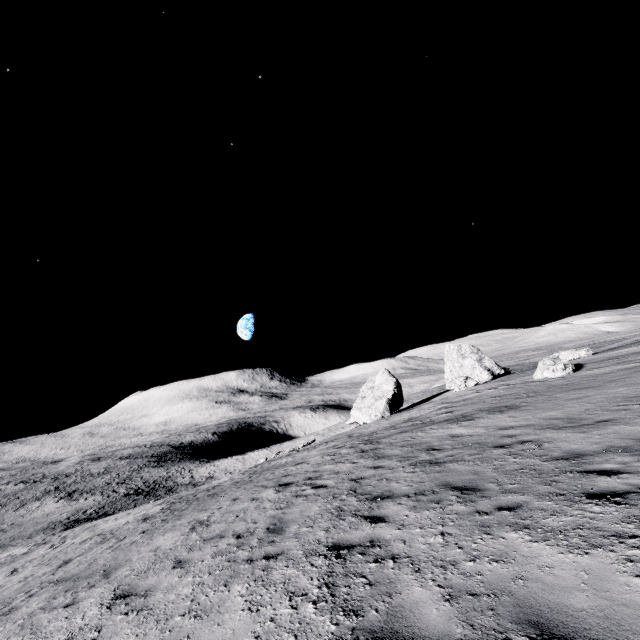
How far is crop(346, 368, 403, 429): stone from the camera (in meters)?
35.97

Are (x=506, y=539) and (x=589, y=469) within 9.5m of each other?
yes

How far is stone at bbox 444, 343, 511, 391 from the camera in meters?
37.7

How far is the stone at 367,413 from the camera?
36.0 meters

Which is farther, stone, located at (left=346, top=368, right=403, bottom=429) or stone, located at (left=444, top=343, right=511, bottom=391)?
stone, located at (left=444, top=343, right=511, bottom=391)

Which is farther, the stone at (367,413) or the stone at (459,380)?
the stone at (459,380)
